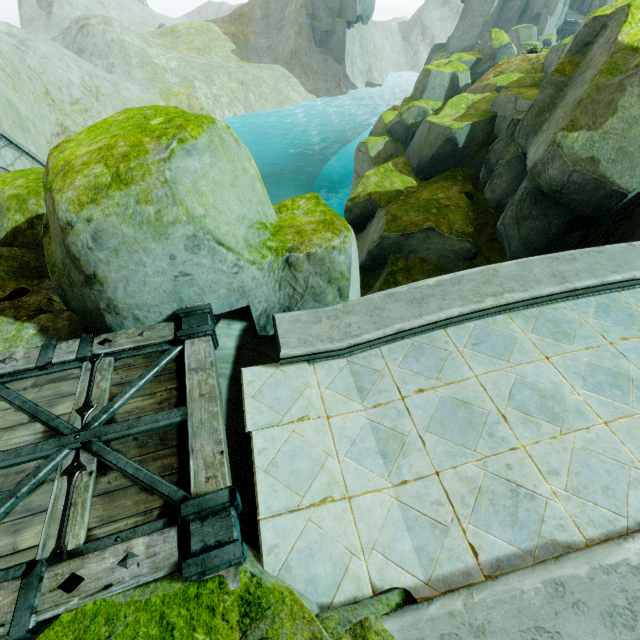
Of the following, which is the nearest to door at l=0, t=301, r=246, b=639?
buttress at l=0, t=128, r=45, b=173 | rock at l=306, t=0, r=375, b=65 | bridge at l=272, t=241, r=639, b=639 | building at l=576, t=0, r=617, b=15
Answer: rock at l=306, t=0, r=375, b=65

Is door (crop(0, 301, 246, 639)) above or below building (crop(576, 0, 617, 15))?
below

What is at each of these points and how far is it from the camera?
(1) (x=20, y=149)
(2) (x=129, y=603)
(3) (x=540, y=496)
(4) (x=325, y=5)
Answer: (1) buttress, 8.92m
(2) rock, 2.30m
(3) bridge, 2.89m
(4) rock, 45.09m

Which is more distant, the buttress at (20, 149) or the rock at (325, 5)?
the rock at (325, 5)

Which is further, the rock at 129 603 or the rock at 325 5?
the rock at 325 5

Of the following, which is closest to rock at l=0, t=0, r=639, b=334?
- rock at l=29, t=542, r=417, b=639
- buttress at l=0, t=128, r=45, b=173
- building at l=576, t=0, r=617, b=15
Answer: buttress at l=0, t=128, r=45, b=173

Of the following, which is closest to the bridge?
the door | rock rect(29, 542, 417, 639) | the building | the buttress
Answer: rock rect(29, 542, 417, 639)

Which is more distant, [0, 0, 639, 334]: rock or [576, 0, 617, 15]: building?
[576, 0, 617, 15]: building
